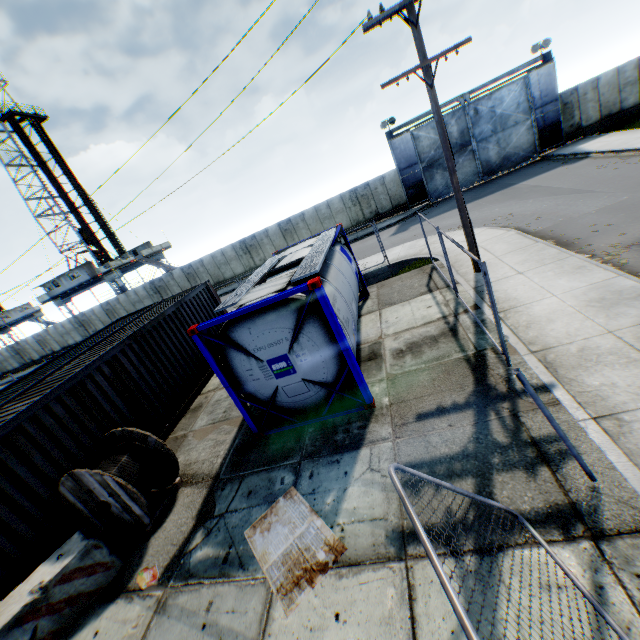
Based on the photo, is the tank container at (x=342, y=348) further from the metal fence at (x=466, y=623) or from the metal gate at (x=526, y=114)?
the metal gate at (x=526, y=114)

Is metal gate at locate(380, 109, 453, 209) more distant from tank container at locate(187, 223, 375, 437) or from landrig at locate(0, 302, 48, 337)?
landrig at locate(0, 302, 48, 337)

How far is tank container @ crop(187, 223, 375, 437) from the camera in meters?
6.3 m

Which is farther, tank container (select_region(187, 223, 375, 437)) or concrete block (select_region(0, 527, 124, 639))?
tank container (select_region(187, 223, 375, 437))

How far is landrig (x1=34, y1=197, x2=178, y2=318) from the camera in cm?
3812

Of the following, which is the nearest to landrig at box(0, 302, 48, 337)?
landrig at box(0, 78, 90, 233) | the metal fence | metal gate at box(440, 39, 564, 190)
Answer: landrig at box(0, 78, 90, 233)

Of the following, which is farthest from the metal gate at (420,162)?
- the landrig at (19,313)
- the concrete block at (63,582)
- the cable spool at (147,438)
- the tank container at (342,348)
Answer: the landrig at (19,313)

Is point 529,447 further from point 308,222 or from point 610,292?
point 308,222
